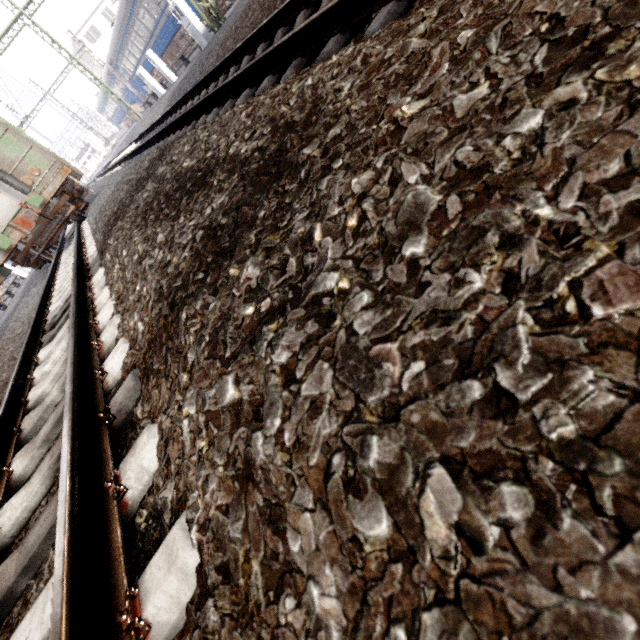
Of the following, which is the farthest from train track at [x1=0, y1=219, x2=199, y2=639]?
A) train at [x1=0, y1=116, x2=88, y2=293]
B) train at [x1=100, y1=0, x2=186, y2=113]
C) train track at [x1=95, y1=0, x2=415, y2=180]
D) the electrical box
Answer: train at [x1=100, y1=0, x2=186, y2=113]

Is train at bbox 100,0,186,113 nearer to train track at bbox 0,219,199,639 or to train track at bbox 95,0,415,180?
train track at bbox 95,0,415,180

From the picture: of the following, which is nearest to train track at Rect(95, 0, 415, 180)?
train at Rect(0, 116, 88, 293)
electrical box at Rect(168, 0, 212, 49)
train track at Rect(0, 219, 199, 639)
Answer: train at Rect(0, 116, 88, 293)

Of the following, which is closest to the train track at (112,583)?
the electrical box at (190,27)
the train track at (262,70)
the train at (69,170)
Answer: the train at (69,170)

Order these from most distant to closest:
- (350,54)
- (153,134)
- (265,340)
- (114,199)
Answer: (153,134) < (114,199) < (350,54) < (265,340)

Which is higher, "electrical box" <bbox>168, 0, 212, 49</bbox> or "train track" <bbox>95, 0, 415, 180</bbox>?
"electrical box" <bbox>168, 0, 212, 49</bbox>

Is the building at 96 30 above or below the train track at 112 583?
above

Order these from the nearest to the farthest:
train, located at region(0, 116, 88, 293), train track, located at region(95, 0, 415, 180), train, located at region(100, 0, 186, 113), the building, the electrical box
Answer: train track, located at region(95, 0, 415, 180), train, located at region(0, 116, 88, 293), the electrical box, train, located at region(100, 0, 186, 113), the building
